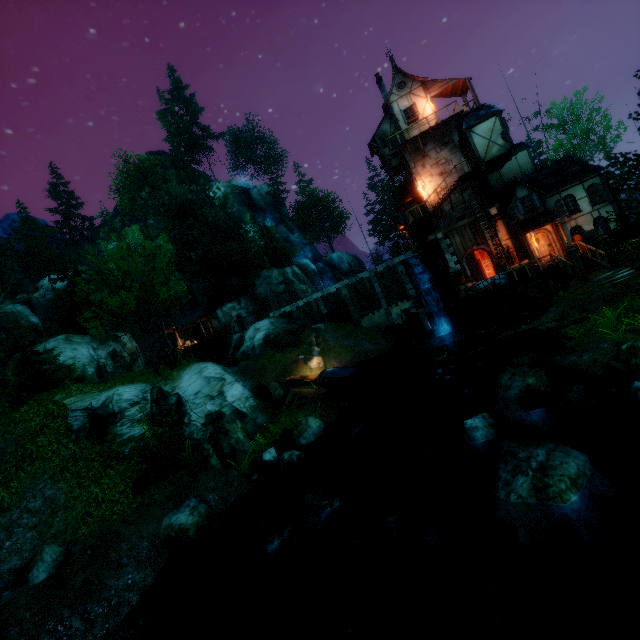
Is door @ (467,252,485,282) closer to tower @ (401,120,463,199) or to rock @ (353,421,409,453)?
tower @ (401,120,463,199)

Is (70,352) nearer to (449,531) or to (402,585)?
(402,585)

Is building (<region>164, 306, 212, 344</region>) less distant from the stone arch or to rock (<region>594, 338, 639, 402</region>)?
the stone arch

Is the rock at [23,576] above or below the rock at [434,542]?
above

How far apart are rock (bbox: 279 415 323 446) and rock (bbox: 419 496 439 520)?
5.7 meters

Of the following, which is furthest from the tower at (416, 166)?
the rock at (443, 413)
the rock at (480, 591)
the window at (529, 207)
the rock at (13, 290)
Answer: the rock at (13, 290)

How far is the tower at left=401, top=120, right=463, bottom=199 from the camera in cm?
2492

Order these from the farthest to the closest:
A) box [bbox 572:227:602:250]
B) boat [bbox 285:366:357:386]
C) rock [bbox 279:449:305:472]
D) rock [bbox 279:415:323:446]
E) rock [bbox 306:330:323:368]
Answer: rock [bbox 306:330:323:368], boat [bbox 285:366:357:386], box [bbox 572:227:602:250], rock [bbox 279:415:323:446], rock [bbox 279:449:305:472]
